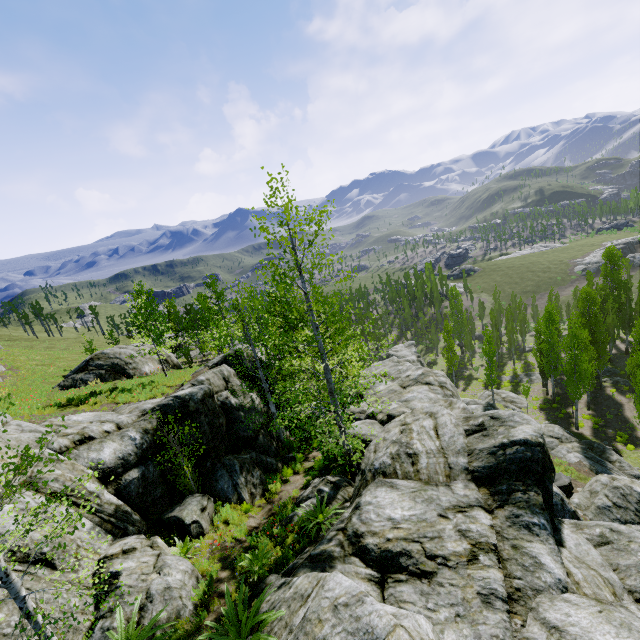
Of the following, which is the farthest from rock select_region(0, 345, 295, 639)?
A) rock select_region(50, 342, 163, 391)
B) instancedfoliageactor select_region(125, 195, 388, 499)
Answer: rock select_region(50, 342, 163, 391)

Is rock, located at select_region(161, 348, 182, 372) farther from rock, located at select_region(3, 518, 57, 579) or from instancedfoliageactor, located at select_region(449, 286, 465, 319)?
instancedfoliageactor, located at select_region(449, 286, 465, 319)

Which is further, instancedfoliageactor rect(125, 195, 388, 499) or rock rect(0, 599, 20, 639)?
instancedfoliageactor rect(125, 195, 388, 499)

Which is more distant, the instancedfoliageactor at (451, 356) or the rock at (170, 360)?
the instancedfoliageactor at (451, 356)

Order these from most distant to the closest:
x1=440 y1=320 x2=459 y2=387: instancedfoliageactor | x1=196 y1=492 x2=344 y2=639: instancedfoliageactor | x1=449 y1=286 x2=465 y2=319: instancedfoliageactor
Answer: x1=449 y1=286 x2=465 y2=319: instancedfoliageactor → x1=440 y1=320 x2=459 y2=387: instancedfoliageactor → x1=196 y1=492 x2=344 y2=639: instancedfoliageactor

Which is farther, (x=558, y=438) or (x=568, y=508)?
(x=558, y=438)

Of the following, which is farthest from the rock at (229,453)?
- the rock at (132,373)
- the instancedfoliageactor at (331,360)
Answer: the rock at (132,373)
